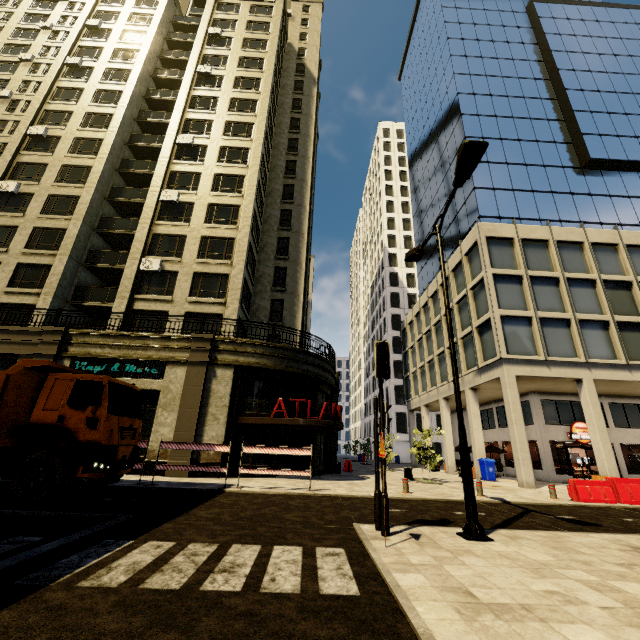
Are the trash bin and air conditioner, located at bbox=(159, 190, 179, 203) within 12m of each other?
no

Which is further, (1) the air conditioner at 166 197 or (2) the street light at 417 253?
(1) the air conditioner at 166 197

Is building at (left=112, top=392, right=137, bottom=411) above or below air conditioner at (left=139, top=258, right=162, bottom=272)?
below

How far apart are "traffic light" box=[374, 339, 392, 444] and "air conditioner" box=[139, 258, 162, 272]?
19.1m

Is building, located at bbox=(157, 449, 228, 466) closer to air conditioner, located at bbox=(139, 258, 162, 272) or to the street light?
air conditioner, located at bbox=(139, 258, 162, 272)

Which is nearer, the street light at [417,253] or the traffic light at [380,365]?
the street light at [417,253]

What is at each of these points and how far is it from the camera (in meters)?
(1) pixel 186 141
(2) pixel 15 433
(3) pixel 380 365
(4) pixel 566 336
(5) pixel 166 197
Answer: (1) air conditioner, 26.20
(2) truck, 8.43
(3) traffic light, 7.21
(4) building, 20.19
(5) air conditioner, 24.08

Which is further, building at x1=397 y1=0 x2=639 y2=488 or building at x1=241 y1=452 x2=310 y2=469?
building at x1=397 y1=0 x2=639 y2=488
